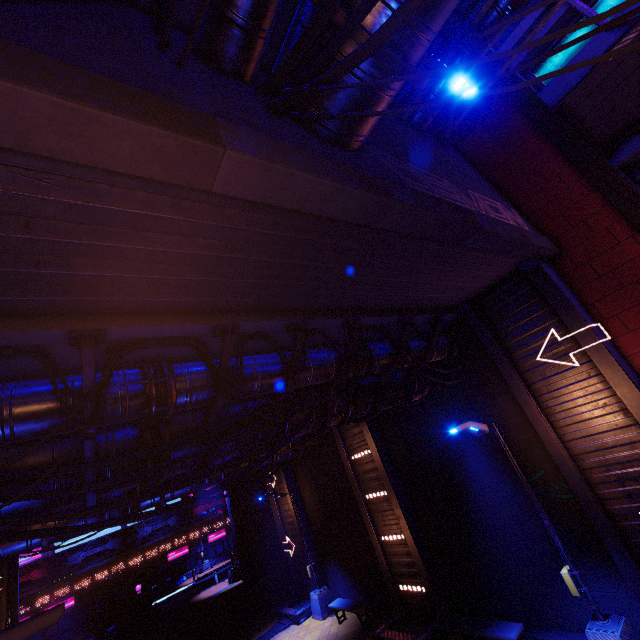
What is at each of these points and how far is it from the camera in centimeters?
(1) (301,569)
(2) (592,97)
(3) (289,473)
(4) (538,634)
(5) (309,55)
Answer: (1) tunnel, 1864cm
(2) awning, 888cm
(3) tunnel, 1970cm
(4) beam, 934cm
(5) walkway, 409cm

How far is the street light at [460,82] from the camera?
6.96m

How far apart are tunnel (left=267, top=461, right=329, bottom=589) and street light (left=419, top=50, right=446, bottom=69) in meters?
19.1 m

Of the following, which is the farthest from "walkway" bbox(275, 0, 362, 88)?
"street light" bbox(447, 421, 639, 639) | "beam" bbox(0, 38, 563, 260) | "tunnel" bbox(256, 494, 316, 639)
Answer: "tunnel" bbox(256, 494, 316, 639)

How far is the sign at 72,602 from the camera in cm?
3275

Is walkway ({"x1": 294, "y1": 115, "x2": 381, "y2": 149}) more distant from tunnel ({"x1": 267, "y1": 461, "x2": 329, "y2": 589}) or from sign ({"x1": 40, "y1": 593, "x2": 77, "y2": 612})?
sign ({"x1": 40, "y1": 593, "x2": 77, "y2": 612})

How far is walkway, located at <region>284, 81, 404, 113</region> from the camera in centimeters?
426cm

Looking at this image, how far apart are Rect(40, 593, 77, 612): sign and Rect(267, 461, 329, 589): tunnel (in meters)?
33.68
